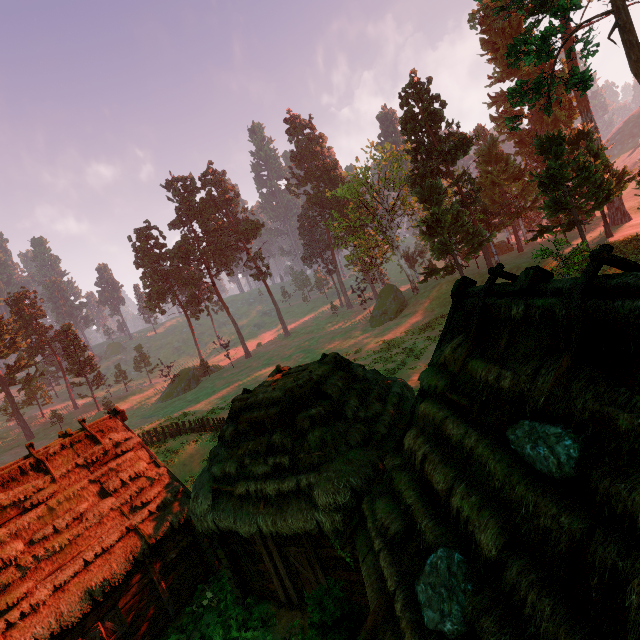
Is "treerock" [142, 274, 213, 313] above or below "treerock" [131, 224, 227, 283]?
below

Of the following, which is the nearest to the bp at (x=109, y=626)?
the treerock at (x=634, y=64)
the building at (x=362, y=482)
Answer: the building at (x=362, y=482)

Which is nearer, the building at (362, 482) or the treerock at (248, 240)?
the building at (362, 482)

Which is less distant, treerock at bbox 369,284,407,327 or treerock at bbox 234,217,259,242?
treerock at bbox 369,284,407,327

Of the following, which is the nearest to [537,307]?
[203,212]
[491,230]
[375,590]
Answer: [375,590]

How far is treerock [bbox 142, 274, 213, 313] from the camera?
56.3m

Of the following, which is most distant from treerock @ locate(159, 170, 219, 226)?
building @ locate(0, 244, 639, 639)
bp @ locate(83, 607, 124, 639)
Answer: bp @ locate(83, 607, 124, 639)
